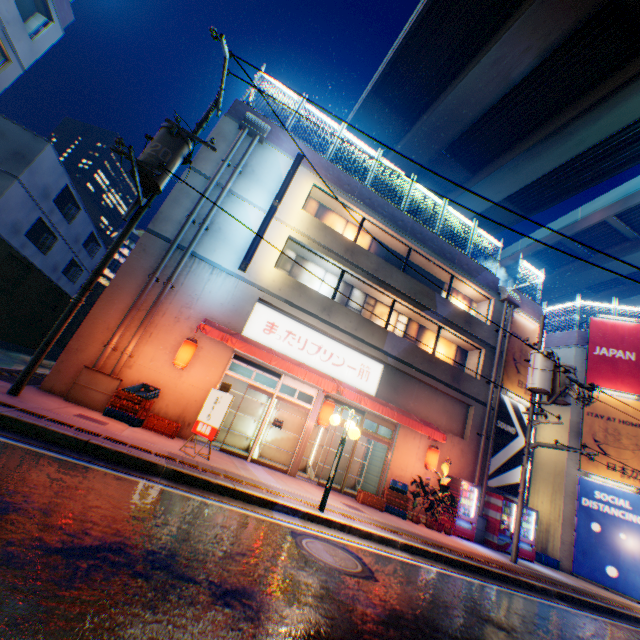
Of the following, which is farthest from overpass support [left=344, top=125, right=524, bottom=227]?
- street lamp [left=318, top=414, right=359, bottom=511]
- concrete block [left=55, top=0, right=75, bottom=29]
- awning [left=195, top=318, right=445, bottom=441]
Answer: awning [left=195, top=318, right=445, bottom=441]

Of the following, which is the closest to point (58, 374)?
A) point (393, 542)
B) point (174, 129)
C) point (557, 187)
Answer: point (174, 129)

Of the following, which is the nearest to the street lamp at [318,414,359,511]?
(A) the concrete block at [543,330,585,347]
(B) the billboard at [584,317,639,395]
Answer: (B) the billboard at [584,317,639,395]

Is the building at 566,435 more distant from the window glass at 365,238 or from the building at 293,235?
the window glass at 365,238

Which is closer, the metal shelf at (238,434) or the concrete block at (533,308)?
the metal shelf at (238,434)

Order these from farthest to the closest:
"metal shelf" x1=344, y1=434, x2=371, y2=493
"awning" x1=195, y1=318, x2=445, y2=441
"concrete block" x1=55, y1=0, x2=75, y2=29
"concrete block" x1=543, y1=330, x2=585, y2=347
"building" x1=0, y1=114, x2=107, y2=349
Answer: "concrete block" x1=543, y1=330, x2=585, y2=347 < "building" x1=0, y1=114, x2=107, y2=349 < "concrete block" x1=55, y1=0, x2=75, y2=29 < "metal shelf" x1=344, y1=434, x2=371, y2=493 < "awning" x1=195, y1=318, x2=445, y2=441

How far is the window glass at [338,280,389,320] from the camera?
14.8 meters

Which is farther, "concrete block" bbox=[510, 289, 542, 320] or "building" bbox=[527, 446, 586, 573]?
"concrete block" bbox=[510, 289, 542, 320]
